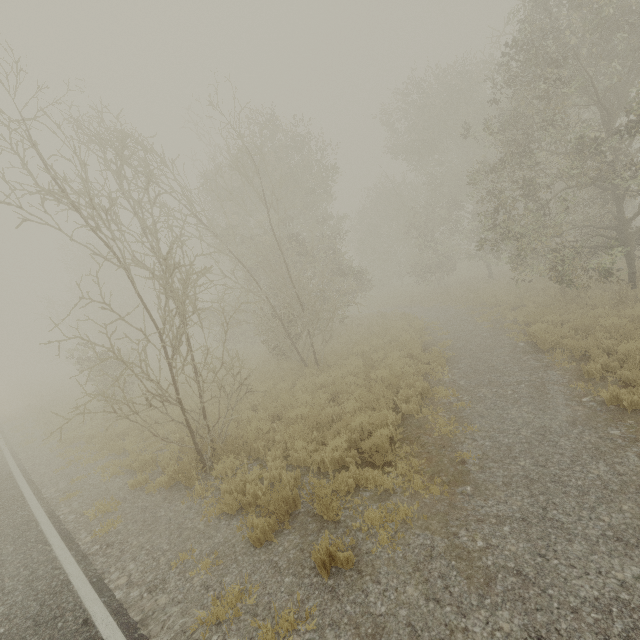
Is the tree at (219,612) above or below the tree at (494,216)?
below

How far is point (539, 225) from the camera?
12.7m

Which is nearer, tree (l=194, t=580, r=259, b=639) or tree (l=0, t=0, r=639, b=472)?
tree (l=194, t=580, r=259, b=639)

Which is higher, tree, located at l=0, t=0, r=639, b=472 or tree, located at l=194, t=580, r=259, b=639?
tree, located at l=0, t=0, r=639, b=472

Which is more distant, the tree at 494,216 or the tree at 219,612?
the tree at 494,216
